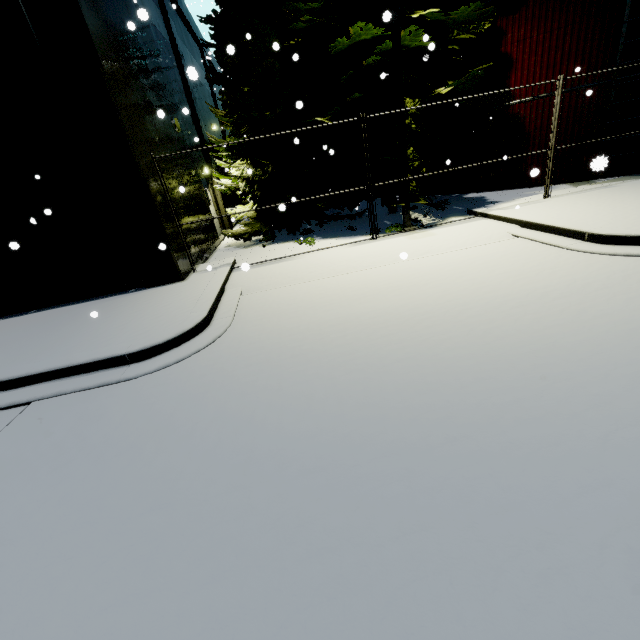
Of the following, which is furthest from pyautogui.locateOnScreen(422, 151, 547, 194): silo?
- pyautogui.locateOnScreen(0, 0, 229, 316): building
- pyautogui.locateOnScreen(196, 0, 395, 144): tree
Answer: pyautogui.locateOnScreen(196, 0, 395, 144): tree

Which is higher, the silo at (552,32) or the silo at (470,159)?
the silo at (552,32)

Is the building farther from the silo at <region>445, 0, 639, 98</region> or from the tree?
→ the tree

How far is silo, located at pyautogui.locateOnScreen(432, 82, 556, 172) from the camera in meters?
11.1 m

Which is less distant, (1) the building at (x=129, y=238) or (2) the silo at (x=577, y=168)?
(1) the building at (x=129, y=238)

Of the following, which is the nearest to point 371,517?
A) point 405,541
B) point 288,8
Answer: point 405,541

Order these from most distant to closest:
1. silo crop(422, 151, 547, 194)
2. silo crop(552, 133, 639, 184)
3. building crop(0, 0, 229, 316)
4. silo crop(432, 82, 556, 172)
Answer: silo crop(422, 151, 547, 194)
silo crop(432, 82, 556, 172)
silo crop(552, 133, 639, 184)
building crop(0, 0, 229, 316)
